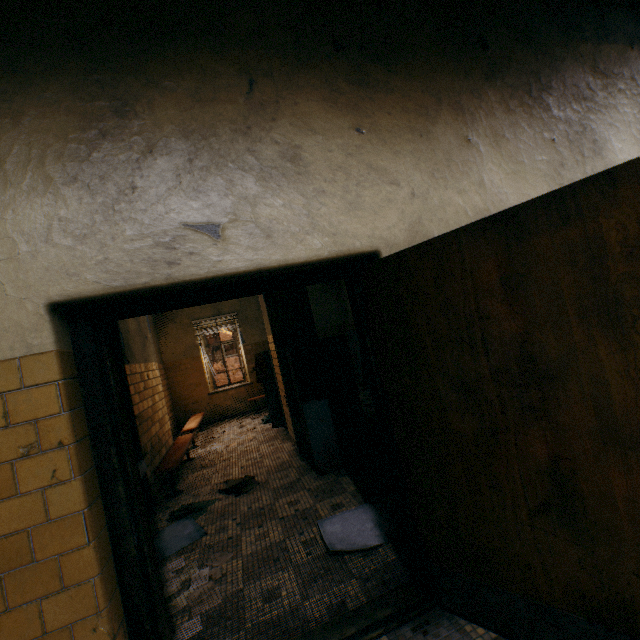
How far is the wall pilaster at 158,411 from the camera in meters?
4.5 m

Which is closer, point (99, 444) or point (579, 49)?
point (99, 444)

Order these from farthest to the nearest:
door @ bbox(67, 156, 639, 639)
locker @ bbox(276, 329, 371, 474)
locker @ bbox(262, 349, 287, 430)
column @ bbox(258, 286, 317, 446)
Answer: locker @ bbox(262, 349, 287, 430) → column @ bbox(258, 286, 317, 446) → locker @ bbox(276, 329, 371, 474) → door @ bbox(67, 156, 639, 639)

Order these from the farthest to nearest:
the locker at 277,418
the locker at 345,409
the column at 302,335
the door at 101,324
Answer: the locker at 277,418
the column at 302,335
the locker at 345,409
the door at 101,324

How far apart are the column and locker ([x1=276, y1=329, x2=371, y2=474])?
0.0 meters

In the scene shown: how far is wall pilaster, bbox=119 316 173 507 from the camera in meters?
4.5

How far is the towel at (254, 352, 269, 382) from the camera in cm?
671

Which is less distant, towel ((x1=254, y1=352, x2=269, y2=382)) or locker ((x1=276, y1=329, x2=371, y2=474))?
locker ((x1=276, y1=329, x2=371, y2=474))
